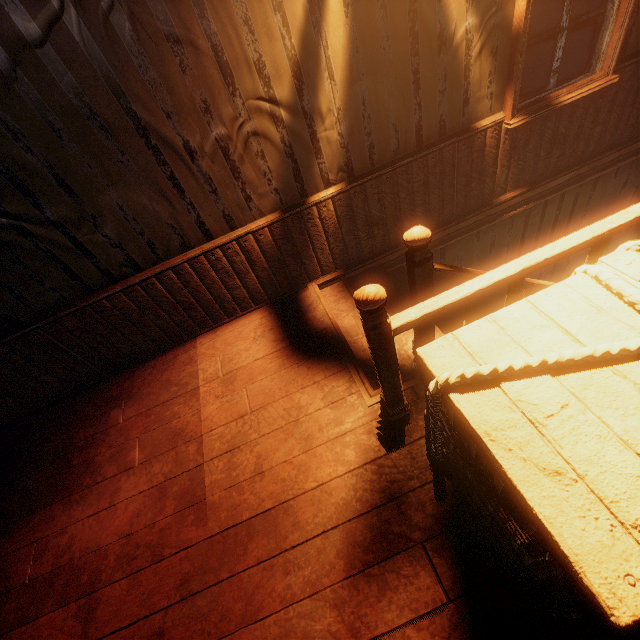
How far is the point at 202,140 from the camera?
2.28m

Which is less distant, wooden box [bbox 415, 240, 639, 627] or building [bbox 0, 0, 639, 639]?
wooden box [bbox 415, 240, 639, 627]

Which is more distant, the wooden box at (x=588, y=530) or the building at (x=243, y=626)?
the building at (x=243, y=626)
